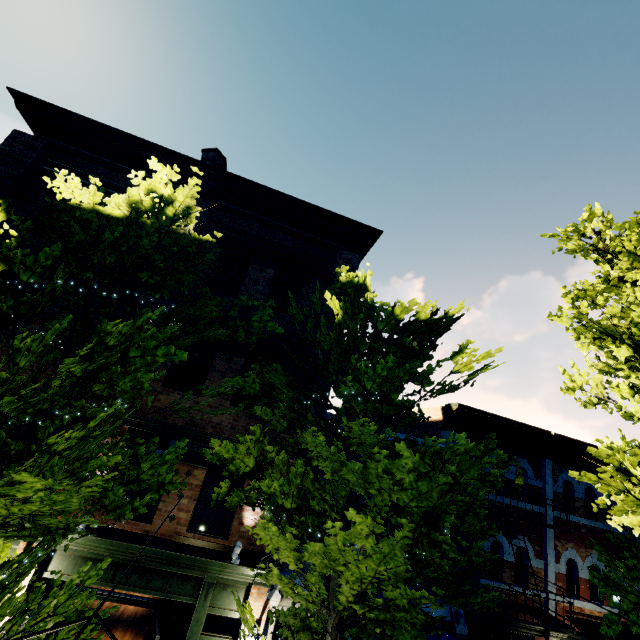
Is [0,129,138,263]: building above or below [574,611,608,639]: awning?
above

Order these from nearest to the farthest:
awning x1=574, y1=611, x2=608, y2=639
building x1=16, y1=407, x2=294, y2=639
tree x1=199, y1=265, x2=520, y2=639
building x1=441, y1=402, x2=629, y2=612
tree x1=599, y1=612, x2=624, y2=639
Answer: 1. tree x1=199, y1=265, x2=520, y2=639
2. tree x1=599, y1=612, x2=624, y2=639
3. building x1=16, y1=407, x2=294, y2=639
4. awning x1=574, y1=611, x2=608, y2=639
5. building x1=441, y1=402, x2=629, y2=612

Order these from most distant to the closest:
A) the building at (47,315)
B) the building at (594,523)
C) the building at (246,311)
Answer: the building at (594,523), the building at (246,311), the building at (47,315)

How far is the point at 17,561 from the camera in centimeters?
489cm

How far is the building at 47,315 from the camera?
8.10m

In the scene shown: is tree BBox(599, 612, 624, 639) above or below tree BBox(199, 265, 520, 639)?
above

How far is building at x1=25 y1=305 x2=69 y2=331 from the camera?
8.1m

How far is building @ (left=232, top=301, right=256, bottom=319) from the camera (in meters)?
9.52
